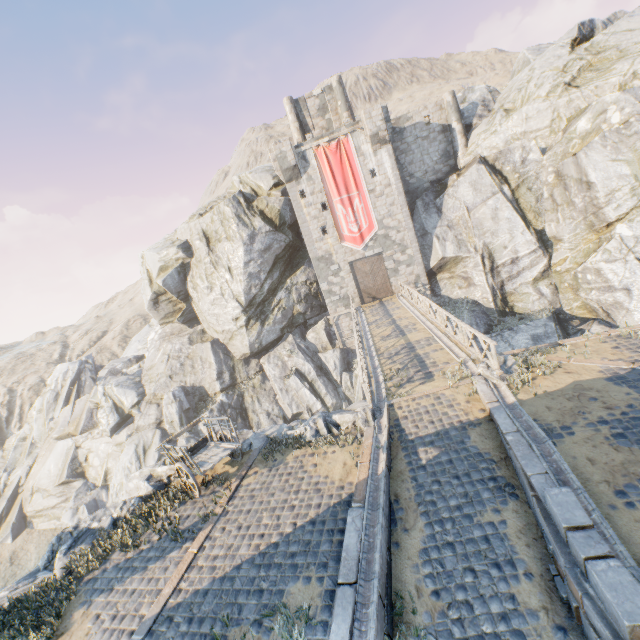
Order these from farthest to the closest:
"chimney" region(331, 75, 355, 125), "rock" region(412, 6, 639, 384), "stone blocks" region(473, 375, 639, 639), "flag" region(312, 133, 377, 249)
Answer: "chimney" region(331, 75, 355, 125)
"flag" region(312, 133, 377, 249)
"rock" region(412, 6, 639, 384)
"stone blocks" region(473, 375, 639, 639)

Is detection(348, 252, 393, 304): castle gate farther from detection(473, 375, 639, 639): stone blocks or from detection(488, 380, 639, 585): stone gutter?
detection(488, 380, 639, 585): stone gutter

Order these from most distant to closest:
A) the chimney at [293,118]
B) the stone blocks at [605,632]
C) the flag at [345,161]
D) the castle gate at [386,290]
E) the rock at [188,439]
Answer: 1. the chimney at [293,118]
2. the castle gate at [386,290]
3. the rock at [188,439]
4. the flag at [345,161]
5. the stone blocks at [605,632]

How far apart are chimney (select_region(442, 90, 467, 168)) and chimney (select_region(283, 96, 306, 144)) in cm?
1191

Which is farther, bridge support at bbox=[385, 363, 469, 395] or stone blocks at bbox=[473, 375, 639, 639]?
bridge support at bbox=[385, 363, 469, 395]

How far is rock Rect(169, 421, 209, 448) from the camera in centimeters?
2655cm

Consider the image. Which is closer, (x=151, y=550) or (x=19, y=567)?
(x=151, y=550)

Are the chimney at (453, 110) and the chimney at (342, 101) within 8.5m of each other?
yes
